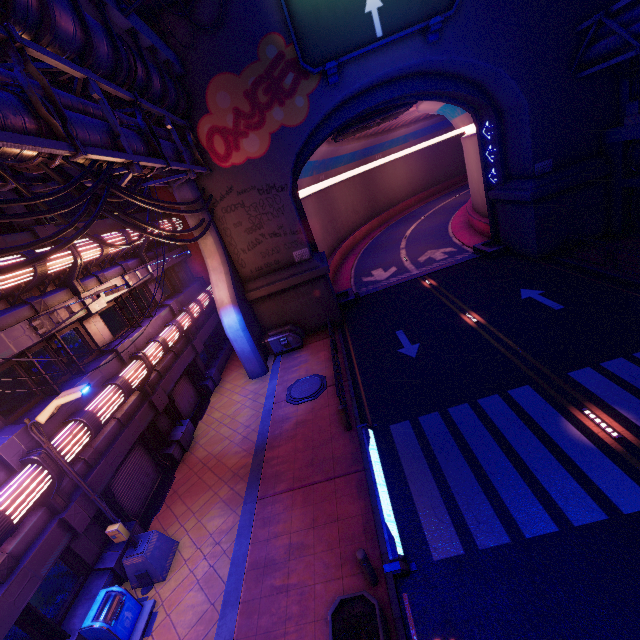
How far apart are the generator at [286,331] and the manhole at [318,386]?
3.2 meters

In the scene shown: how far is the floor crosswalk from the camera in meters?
7.4 m

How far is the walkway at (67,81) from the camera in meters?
8.7 m

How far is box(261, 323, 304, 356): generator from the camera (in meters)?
18.89

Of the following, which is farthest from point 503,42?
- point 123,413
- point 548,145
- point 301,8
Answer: point 123,413

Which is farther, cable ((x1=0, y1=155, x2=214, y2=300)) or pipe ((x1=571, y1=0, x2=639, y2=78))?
pipe ((x1=571, y1=0, x2=639, y2=78))

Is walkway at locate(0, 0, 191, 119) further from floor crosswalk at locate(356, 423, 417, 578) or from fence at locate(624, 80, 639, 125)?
fence at locate(624, 80, 639, 125)

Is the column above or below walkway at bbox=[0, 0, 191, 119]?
below
